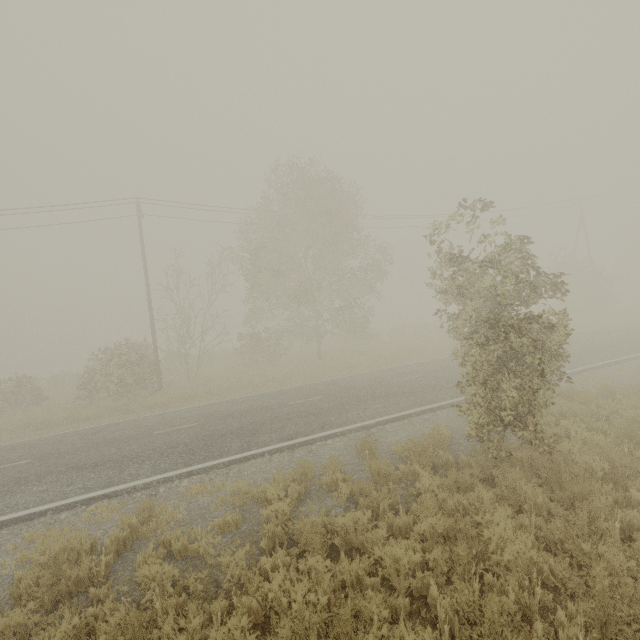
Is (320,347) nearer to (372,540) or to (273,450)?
(273,450)

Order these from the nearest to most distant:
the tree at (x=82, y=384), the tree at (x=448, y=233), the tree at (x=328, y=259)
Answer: the tree at (x=328, y=259), the tree at (x=448, y=233), the tree at (x=82, y=384)

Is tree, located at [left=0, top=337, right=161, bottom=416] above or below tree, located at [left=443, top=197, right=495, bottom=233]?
below

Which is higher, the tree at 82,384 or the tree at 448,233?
the tree at 448,233

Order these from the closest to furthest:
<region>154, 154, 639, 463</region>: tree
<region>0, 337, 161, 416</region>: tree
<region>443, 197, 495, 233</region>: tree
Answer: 1. <region>154, 154, 639, 463</region>: tree
2. <region>443, 197, 495, 233</region>: tree
3. <region>0, 337, 161, 416</region>: tree

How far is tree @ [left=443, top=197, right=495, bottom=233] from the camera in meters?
8.5

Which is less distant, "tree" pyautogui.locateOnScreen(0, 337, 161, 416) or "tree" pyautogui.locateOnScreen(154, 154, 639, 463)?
"tree" pyautogui.locateOnScreen(154, 154, 639, 463)
